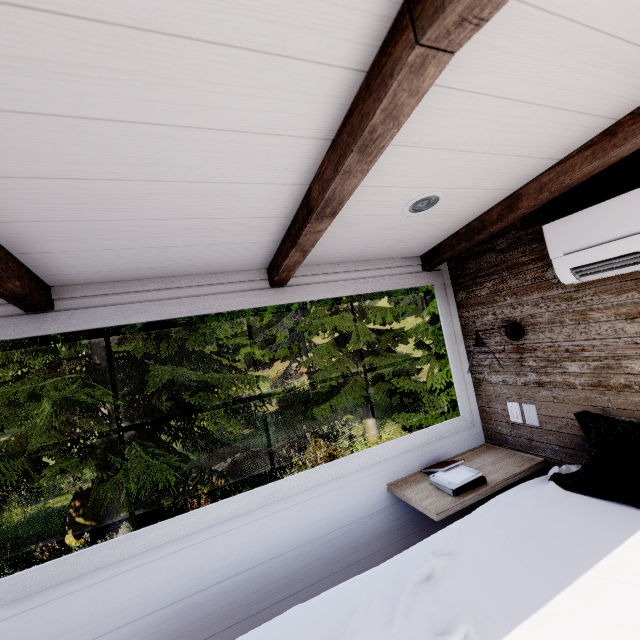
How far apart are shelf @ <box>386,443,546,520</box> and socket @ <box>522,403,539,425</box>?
0.2m

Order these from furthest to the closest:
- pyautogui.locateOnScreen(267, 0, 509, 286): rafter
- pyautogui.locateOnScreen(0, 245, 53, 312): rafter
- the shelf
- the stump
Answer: the stump
the shelf
pyautogui.locateOnScreen(0, 245, 53, 312): rafter
pyautogui.locateOnScreen(267, 0, 509, 286): rafter

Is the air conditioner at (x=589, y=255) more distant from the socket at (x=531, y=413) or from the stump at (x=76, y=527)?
the stump at (x=76, y=527)

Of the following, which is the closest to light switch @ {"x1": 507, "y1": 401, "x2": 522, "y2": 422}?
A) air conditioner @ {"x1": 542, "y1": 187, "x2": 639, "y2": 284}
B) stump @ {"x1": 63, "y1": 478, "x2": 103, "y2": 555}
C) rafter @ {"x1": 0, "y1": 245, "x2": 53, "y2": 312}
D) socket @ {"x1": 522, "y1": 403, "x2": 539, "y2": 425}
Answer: socket @ {"x1": 522, "y1": 403, "x2": 539, "y2": 425}

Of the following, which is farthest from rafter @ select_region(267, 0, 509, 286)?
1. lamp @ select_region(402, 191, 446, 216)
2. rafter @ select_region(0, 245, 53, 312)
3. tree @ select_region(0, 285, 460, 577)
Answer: Result: tree @ select_region(0, 285, 460, 577)

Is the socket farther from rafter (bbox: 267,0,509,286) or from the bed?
rafter (bbox: 267,0,509,286)

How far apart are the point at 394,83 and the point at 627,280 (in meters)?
1.53

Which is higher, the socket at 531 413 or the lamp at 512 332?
the lamp at 512 332
